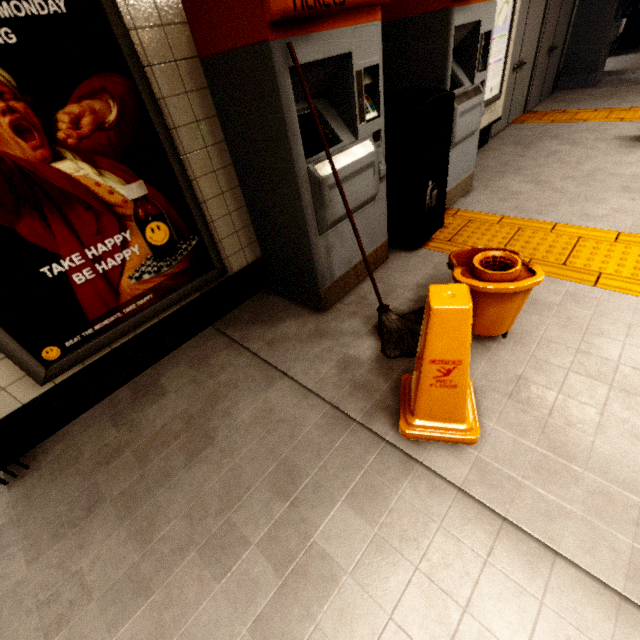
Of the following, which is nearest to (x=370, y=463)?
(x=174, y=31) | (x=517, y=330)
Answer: (x=517, y=330)

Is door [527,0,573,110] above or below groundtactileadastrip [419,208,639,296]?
above

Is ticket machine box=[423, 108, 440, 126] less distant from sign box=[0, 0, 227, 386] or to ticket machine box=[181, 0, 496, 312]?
ticket machine box=[181, 0, 496, 312]

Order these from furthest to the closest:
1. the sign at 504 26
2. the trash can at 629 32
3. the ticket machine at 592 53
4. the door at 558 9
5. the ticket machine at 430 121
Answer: the trash can at 629 32, the ticket machine at 592 53, the door at 558 9, the sign at 504 26, the ticket machine at 430 121

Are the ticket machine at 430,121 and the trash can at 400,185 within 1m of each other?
yes

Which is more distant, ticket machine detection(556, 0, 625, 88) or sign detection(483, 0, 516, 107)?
ticket machine detection(556, 0, 625, 88)

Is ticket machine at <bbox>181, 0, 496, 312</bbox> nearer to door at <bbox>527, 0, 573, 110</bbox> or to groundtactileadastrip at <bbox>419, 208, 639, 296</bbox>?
groundtactileadastrip at <bbox>419, 208, 639, 296</bbox>

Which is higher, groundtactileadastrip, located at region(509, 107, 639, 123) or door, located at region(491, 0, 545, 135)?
door, located at region(491, 0, 545, 135)
